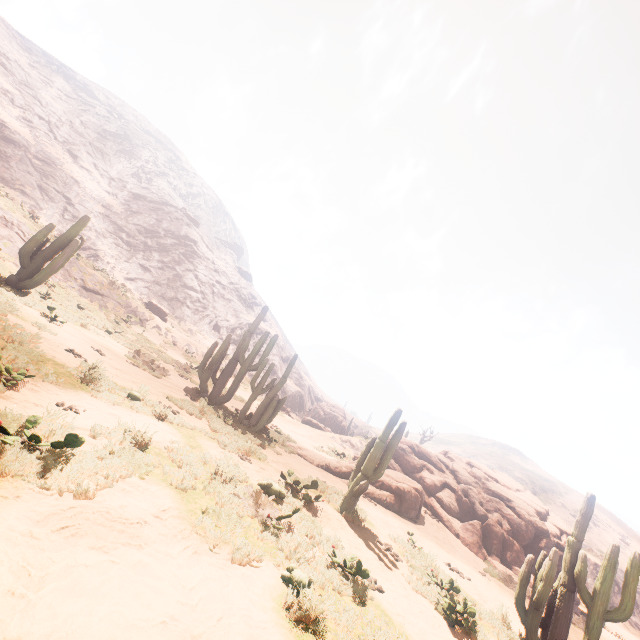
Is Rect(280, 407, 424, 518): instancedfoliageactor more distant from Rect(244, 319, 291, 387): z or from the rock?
Rect(244, 319, 291, 387): z

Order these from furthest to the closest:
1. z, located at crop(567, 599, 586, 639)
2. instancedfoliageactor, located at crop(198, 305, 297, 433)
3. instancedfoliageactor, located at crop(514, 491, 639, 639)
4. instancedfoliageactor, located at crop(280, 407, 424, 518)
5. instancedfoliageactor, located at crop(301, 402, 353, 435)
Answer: instancedfoliageactor, located at crop(301, 402, 353, 435) < instancedfoliageactor, located at crop(198, 305, 297, 433) < z, located at crop(567, 599, 586, 639) < instancedfoliageactor, located at crop(280, 407, 424, 518) < instancedfoliageactor, located at crop(514, 491, 639, 639)

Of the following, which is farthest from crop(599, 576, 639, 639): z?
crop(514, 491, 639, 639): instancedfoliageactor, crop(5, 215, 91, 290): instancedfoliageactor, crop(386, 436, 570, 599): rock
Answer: crop(386, 436, 570, 599): rock

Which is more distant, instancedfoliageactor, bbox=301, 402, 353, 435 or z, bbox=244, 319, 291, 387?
z, bbox=244, 319, 291, 387

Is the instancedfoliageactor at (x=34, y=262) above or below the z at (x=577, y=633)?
above

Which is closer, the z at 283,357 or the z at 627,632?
the z at 627,632

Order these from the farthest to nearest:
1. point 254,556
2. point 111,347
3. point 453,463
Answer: point 453,463
point 111,347
point 254,556

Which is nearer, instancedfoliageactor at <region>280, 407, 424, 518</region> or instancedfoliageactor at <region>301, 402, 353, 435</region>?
instancedfoliageactor at <region>280, 407, 424, 518</region>
